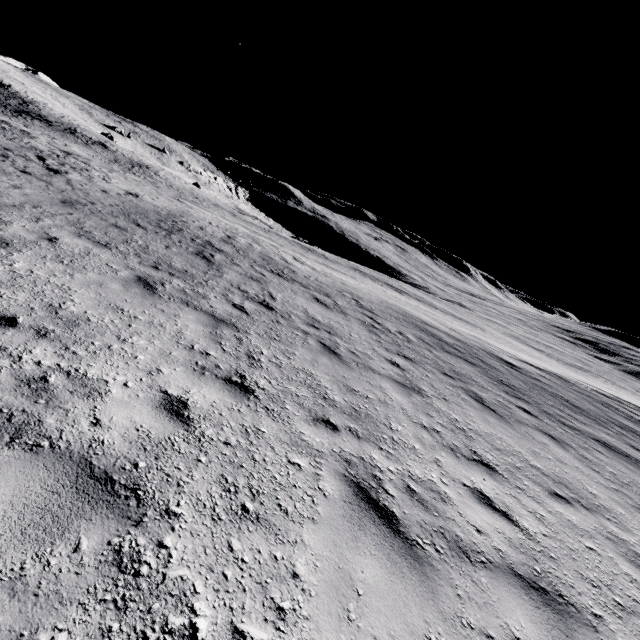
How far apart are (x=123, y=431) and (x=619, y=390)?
63.0m
